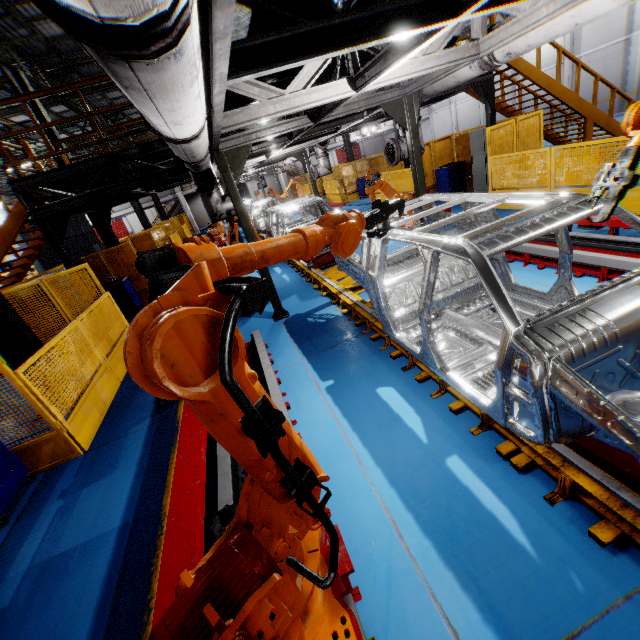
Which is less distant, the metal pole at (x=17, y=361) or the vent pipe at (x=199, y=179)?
the vent pipe at (x=199, y=179)

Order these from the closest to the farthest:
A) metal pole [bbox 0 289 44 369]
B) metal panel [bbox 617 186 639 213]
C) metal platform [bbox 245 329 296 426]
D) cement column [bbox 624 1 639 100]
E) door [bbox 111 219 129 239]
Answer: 1. metal platform [bbox 245 329 296 426]
2. metal pole [bbox 0 289 44 369]
3. metal panel [bbox 617 186 639 213]
4. cement column [bbox 624 1 639 100]
5. door [bbox 111 219 129 239]

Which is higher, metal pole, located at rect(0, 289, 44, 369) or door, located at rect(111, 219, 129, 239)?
door, located at rect(111, 219, 129, 239)

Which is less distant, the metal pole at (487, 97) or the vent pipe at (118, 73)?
the vent pipe at (118, 73)

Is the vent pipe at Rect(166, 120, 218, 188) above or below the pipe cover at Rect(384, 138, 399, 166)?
above

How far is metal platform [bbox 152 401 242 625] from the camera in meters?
2.2 m

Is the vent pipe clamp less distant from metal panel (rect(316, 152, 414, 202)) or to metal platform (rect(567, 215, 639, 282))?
metal panel (rect(316, 152, 414, 202))

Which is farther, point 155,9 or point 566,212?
point 566,212
